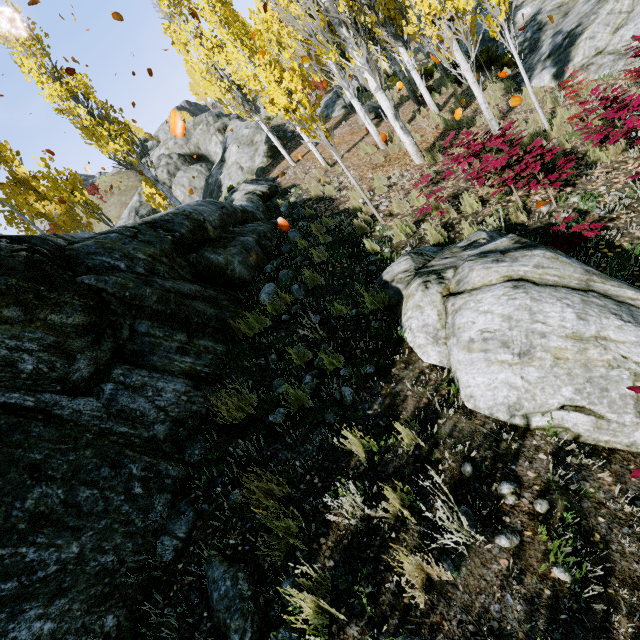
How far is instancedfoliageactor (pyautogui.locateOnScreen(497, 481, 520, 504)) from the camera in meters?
2.4

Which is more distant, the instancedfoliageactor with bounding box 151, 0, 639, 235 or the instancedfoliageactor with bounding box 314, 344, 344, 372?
the instancedfoliageactor with bounding box 151, 0, 639, 235

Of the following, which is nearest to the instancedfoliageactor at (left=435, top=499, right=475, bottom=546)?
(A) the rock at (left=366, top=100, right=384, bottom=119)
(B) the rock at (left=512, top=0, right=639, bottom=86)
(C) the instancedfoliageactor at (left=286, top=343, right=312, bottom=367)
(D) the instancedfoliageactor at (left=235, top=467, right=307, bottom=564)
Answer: (B) the rock at (left=512, top=0, right=639, bottom=86)

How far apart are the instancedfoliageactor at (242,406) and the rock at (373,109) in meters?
16.4 m

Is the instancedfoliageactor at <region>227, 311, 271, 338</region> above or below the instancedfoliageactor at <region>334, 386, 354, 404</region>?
above

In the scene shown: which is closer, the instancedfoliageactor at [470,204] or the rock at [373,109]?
the instancedfoliageactor at [470,204]

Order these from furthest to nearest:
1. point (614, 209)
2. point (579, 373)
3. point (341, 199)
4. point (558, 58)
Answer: point (558, 58) < point (341, 199) < point (614, 209) < point (579, 373)

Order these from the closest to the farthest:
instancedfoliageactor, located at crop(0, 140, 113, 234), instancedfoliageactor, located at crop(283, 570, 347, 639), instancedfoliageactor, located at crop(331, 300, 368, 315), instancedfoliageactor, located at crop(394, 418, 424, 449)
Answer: instancedfoliageactor, located at crop(283, 570, 347, 639)
instancedfoliageactor, located at crop(394, 418, 424, 449)
instancedfoliageactor, located at crop(331, 300, 368, 315)
instancedfoliageactor, located at crop(0, 140, 113, 234)
